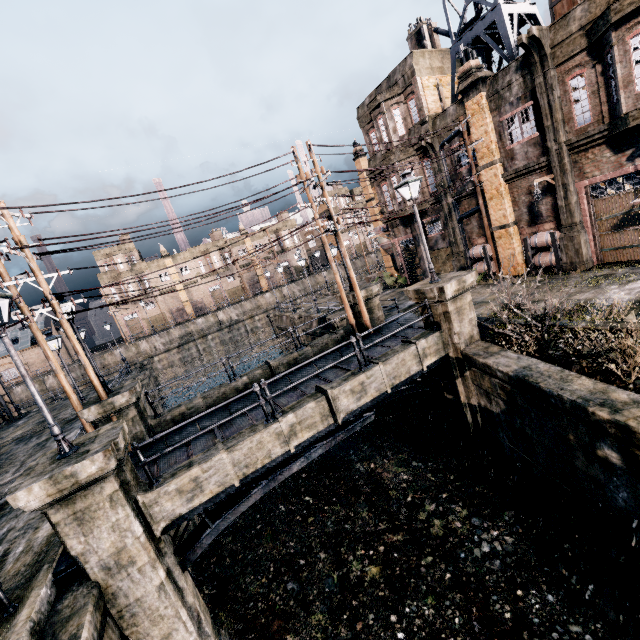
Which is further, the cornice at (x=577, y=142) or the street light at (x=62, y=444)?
the cornice at (x=577, y=142)

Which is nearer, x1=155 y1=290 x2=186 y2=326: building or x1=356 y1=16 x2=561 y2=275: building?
x1=356 y1=16 x2=561 y2=275: building

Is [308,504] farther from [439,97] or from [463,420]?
[439,97]

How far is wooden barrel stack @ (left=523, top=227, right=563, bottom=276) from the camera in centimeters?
1789cm

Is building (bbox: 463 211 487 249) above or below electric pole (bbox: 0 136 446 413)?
below

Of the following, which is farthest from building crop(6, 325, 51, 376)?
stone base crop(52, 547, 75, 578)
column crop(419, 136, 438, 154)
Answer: column crop(419, 136, 438, 154)

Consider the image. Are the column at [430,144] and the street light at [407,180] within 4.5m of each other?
no

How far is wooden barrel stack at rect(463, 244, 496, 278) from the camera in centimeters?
2166cm
